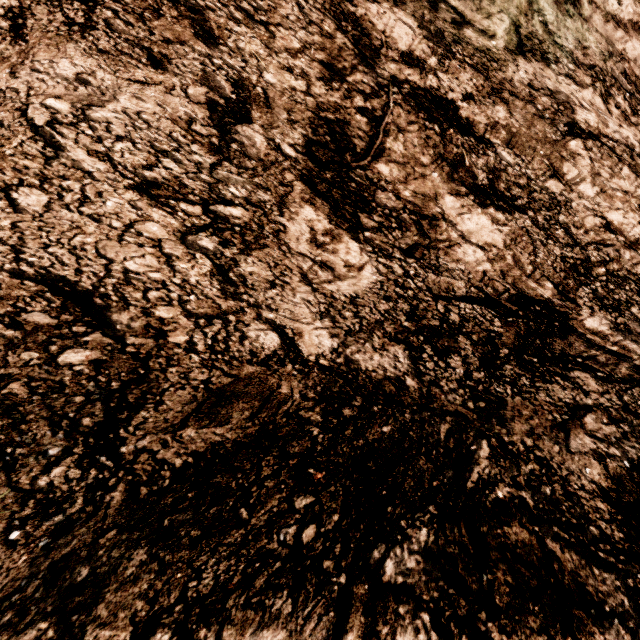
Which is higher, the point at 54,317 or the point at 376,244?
the point at 54,317
